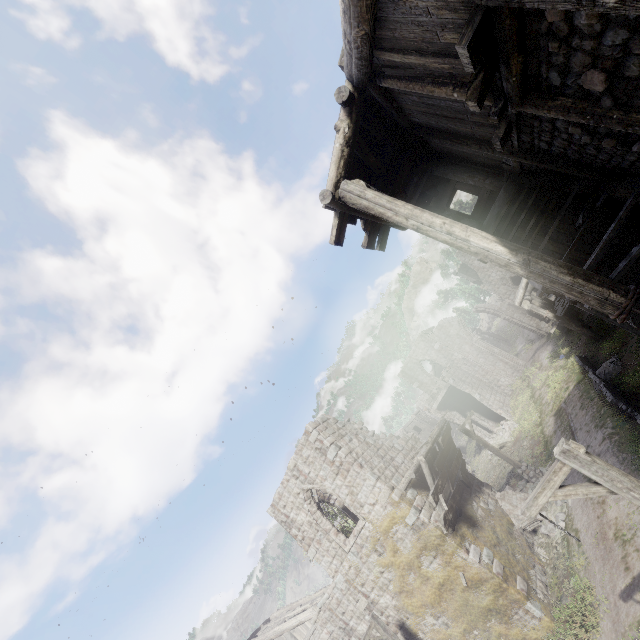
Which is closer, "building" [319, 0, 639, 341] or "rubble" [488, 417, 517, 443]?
"building" [319, 0, 639, 341]

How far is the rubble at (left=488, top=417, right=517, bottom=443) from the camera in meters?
25.8 m

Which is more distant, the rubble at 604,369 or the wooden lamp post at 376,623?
the rubble at 604,369

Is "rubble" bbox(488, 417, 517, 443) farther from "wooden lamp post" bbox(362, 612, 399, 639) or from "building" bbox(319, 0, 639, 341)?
"wooden lamp post" bbox(362, 612, 399, 639)

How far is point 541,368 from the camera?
27.0 meters

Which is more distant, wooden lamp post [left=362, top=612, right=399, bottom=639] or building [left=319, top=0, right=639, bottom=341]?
wooden lamp post [left=362, top=612, right=399, bottom=639]

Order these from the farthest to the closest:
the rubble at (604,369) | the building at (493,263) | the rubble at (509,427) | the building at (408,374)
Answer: the building at (408,374), the rubble at (509,427), the rubble at (604,369), the building at (493,263)

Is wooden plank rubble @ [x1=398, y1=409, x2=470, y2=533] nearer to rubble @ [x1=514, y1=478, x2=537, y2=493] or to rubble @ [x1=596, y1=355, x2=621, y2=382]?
rubble @ [x1=514, y1=478, x2=537, y2=493]
